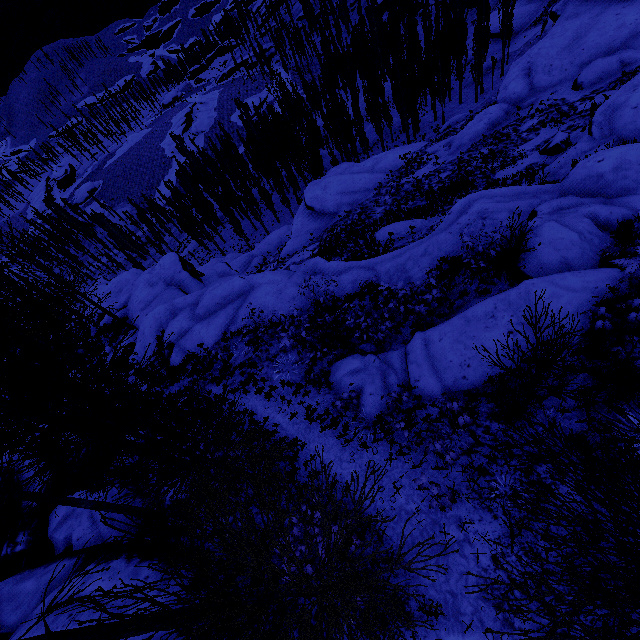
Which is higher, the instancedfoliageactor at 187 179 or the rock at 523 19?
the rock at 523 19

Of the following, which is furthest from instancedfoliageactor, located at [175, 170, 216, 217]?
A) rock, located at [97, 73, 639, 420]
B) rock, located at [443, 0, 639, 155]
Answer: rock, located at [443, 0, 639, 155]

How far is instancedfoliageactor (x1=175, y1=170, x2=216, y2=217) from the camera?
56.0 meters

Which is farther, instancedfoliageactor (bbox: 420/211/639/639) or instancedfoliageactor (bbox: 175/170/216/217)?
instancedfoliageactor (bbox: 175/170/216/217)

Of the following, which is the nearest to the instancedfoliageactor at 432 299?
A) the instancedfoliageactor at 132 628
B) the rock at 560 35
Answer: the instancedfoliageactor at 132 628

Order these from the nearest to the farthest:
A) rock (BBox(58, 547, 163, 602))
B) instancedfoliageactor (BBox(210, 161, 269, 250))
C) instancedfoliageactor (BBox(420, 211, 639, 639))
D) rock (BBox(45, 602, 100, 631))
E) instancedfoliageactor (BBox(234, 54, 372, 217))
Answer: instancedfoliageactor (BBox(420, 211, 639, 639)), rock (BBox(45, 602, 100, 631)), rock (BBox(58, 547, 163, 602)), instancedfoliageactor (BBox(234, 54, 372, 217)), instancedfoliageactor (BBox(210, 161, 269, 250))

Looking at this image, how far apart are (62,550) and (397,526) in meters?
10.5
